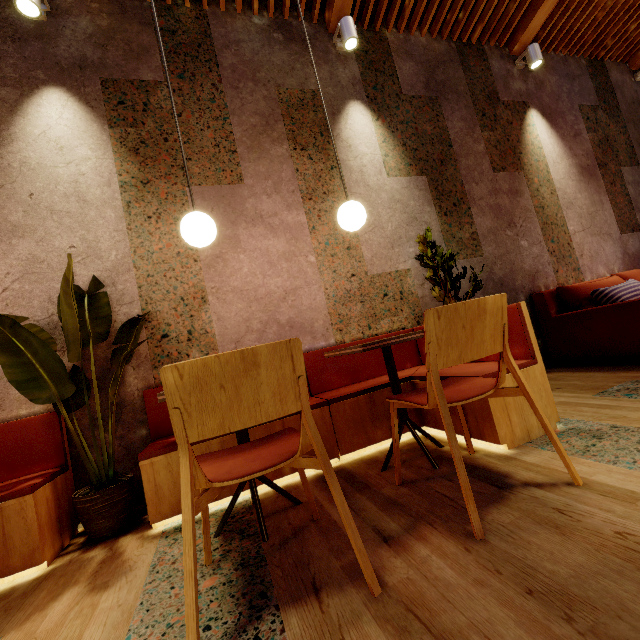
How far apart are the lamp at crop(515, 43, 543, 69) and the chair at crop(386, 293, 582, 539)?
4.58m

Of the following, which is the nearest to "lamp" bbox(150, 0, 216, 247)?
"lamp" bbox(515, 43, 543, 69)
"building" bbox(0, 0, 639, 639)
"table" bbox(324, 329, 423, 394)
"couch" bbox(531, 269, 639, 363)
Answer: "building" bbox(0, 0, 639, 639)

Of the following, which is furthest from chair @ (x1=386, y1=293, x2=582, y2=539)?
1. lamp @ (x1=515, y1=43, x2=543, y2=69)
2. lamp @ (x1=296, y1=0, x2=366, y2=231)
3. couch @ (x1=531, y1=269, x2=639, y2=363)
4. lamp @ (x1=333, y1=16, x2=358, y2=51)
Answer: lamp @ (x1=515, y1=43, x2=543, y2=69)

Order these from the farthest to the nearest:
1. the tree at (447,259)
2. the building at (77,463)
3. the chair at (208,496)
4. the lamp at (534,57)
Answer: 1. the lamp at (534,57)
2. the tree at (447,259)
3. the building at (77,463)
4. the chair at (208,496)

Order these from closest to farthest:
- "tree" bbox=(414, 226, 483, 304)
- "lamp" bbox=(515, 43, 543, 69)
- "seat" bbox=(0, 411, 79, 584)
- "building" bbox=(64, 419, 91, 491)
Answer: "seat" bbox=(0, 411, 79, 584)
"building" bbox=(64, 419, 91, 491)
"tree" bbox=(414, 226, 483, 304)
"lamp" bbox=(515, 43, 543, 69)

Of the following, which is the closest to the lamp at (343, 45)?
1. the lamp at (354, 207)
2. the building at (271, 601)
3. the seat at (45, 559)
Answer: the building at (271, 601)

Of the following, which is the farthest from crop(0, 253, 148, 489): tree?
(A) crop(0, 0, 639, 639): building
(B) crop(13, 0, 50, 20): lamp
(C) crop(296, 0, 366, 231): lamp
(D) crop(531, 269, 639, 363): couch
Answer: (D) crop(531, 269, 639, 363): couch

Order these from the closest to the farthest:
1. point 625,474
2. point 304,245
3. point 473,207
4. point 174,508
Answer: point 625,474
point 174,508
point 304,245
point 473,207
